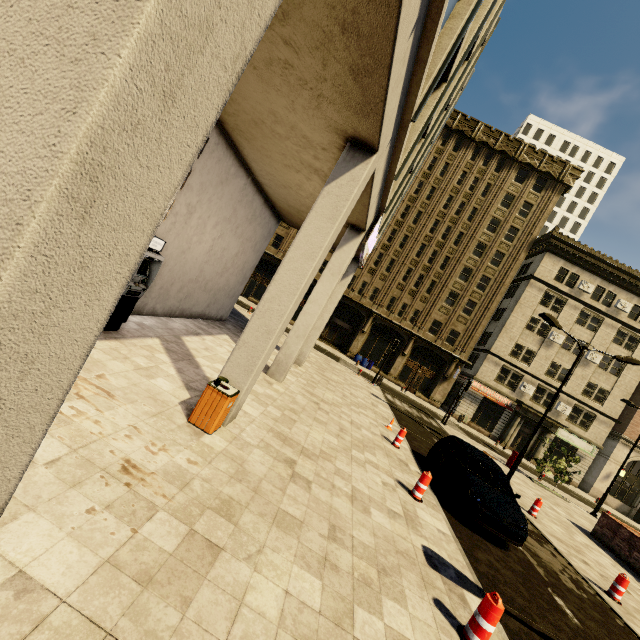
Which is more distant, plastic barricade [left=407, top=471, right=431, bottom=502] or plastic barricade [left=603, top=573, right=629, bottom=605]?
plastic barricade [left=603, top=573, right=629, bottom=605]

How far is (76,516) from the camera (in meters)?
3.06

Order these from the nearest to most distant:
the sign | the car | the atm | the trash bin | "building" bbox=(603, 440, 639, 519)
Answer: the trash bin, the atm, the car, the sign, "building" bbox=(603, 440, 639, 519)

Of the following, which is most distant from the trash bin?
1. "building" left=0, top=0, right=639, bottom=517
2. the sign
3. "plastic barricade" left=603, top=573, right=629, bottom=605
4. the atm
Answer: "plastic barricade" left=603, top=573, right=629, bottom=605

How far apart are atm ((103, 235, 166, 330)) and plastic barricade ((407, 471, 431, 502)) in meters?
8.1

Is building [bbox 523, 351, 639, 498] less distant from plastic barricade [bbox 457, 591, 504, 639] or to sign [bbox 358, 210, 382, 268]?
sign [bbox 358, 210, 382, 268]

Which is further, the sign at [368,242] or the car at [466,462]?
the sign at [368,242]

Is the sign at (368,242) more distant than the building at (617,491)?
No
